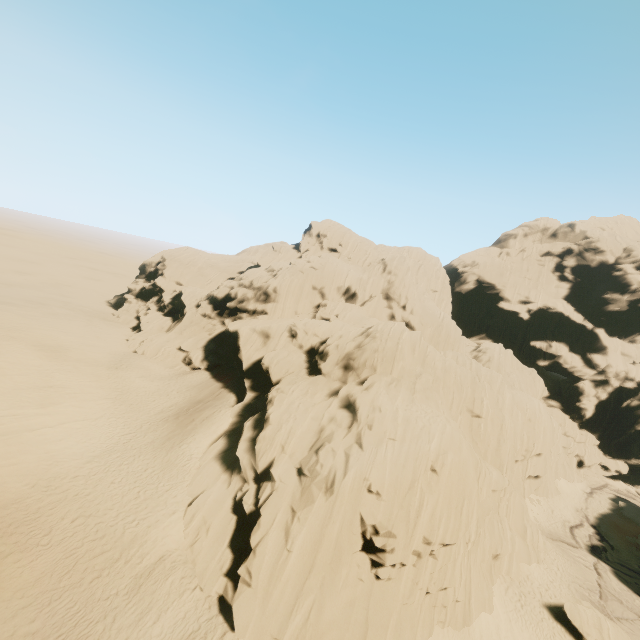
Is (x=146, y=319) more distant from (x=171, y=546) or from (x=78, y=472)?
(x=171, y=546)

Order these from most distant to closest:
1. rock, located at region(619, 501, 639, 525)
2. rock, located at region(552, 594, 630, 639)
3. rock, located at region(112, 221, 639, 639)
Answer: rock, located at region(619, 501, 639, 525), rock, located at region(552, 594, 630, 639), rock, located at region(112, 221, 639, 639)

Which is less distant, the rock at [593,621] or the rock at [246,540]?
the rock at [246,540]

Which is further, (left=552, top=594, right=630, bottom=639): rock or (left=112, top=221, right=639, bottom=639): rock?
(left=552, top=594, right=630, bottom=639): rock

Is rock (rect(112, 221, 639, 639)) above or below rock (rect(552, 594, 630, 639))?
above
